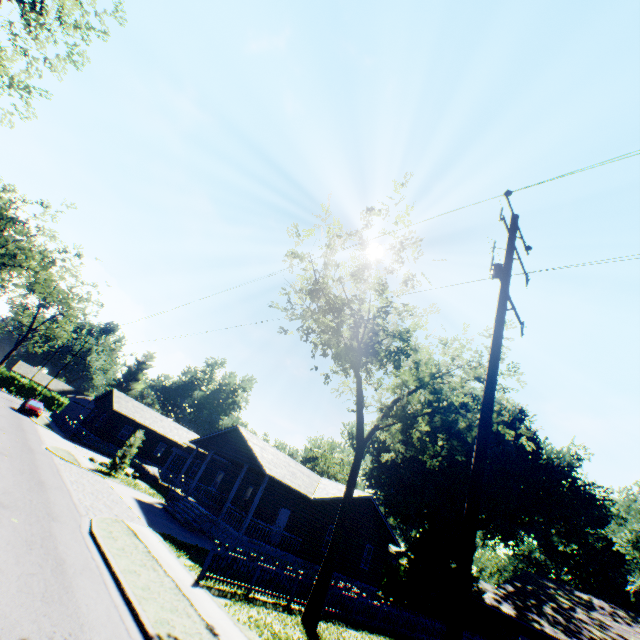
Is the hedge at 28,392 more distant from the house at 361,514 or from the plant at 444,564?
the plant at 444,564

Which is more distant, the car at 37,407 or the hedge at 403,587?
the car at 37,407

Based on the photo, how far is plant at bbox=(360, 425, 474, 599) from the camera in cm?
3503

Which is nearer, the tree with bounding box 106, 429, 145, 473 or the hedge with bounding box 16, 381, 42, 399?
the tree with bounding box 106, 429, 145, 473

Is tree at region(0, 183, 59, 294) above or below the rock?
above

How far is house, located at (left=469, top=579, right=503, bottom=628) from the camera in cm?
3541

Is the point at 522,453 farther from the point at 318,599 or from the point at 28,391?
the point at 28,391

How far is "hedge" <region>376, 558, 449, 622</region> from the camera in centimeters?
2997cm
